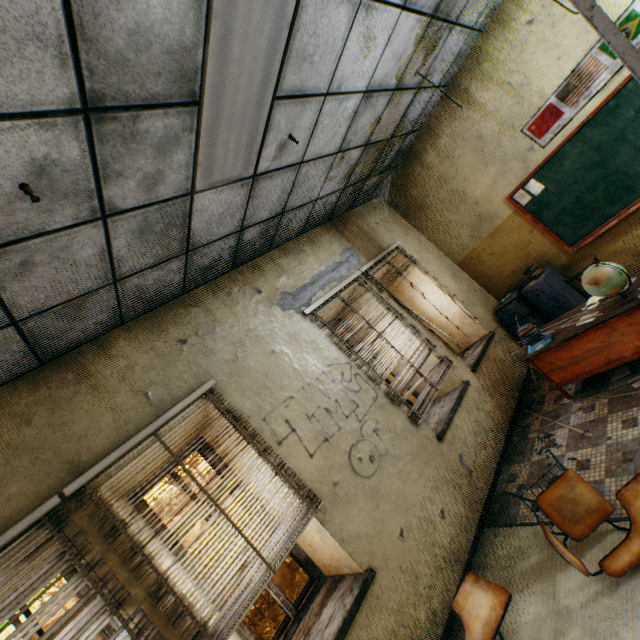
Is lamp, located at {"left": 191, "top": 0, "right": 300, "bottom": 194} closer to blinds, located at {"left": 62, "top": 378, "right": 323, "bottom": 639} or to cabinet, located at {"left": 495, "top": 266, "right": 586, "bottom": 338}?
blinds, located at {"left": 62, "top": 378, "right": 323, "bottom": 639}

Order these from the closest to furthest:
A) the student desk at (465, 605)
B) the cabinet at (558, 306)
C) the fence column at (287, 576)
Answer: the student desk at (465, 605)
the cabinet at (558, 306)
the fence column at (287, 576)

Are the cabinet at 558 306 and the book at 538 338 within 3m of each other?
yes

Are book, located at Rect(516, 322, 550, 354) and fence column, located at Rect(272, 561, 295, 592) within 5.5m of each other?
no

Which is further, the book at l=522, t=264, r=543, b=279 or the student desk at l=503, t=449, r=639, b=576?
the book at l=522, t=264, r=543, b=279

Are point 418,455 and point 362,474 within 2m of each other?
yes

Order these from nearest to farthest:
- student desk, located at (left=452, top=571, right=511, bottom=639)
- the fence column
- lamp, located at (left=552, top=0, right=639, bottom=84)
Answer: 1. student desk, located at (left=452, top=571, right=511, bottom=639)
2. lamp, located at (left=552, top=0, right=639, bottom=84)
3. the fence column

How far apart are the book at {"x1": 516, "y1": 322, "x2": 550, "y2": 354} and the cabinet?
1.32m
